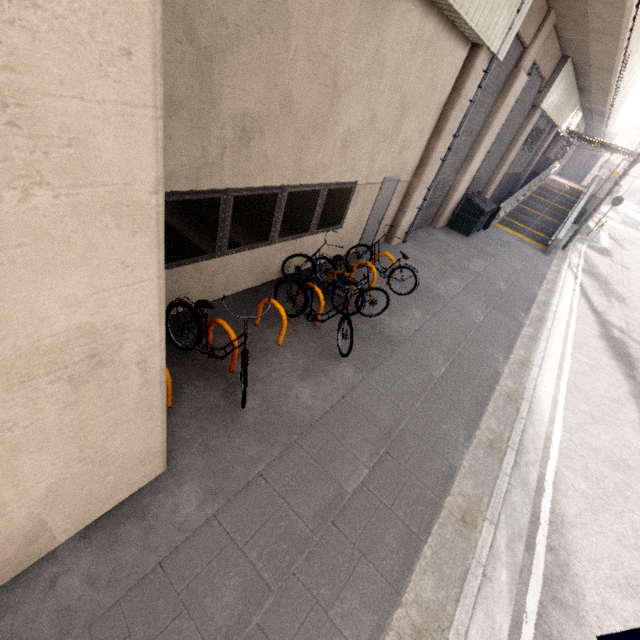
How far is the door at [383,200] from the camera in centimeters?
852cm

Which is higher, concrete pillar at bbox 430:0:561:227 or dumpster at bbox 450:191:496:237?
concrete pillar at bbox 430:0:561:227

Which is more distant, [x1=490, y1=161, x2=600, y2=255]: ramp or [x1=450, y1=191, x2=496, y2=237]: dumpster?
[x1=490, y1=161, x2=600, y2=255]: ramp

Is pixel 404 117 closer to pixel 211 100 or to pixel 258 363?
pixel 211 100

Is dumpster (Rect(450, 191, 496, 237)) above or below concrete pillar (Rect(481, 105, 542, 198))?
below

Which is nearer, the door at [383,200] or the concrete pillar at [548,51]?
the door at [383,200]

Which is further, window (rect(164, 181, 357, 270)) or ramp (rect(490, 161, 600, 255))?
ramp (rect(490, 161, 600, 255))

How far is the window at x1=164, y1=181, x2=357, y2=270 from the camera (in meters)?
4.43
